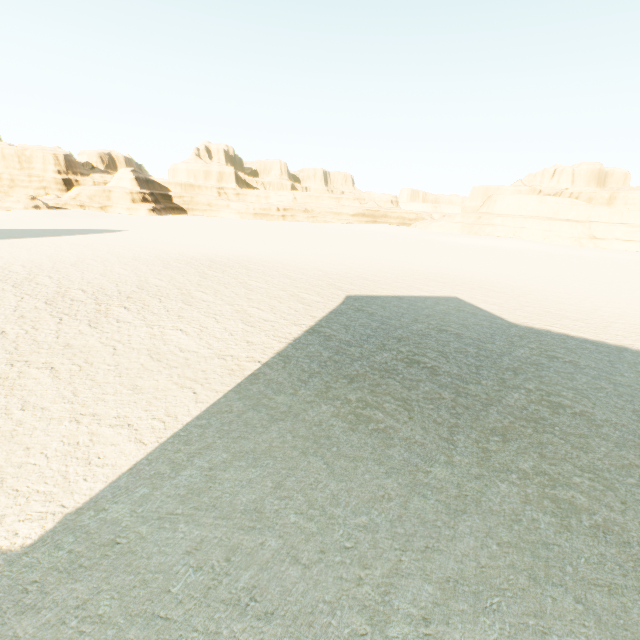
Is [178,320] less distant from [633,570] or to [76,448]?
[76,448]
